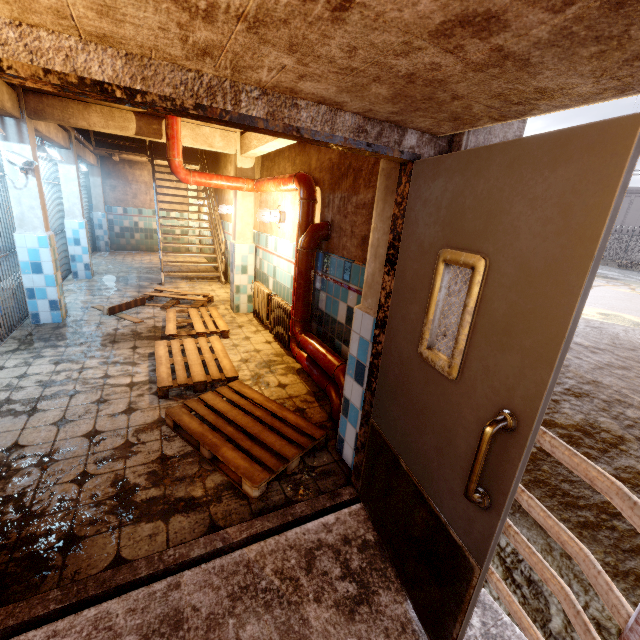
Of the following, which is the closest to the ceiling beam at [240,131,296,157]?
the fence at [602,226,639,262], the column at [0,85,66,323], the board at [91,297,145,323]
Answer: the column at [0,85,66,323]

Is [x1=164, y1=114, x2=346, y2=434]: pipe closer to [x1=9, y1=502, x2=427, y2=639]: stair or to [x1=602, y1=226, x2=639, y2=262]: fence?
[x1=9, y1=502, x2=427, y2=639]: stair

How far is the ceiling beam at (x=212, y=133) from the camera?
4.8 meters

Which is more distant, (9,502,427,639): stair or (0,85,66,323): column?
(0,85,66,323): column

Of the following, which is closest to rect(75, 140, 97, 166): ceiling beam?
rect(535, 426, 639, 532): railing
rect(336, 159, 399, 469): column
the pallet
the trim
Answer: the trim

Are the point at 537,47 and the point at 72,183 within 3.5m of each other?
no

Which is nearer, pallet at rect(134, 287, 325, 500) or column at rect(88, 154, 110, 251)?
pallet at rect(134, 287, 325, 500)

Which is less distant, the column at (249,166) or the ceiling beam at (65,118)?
the ceiling beam at (65,118)
